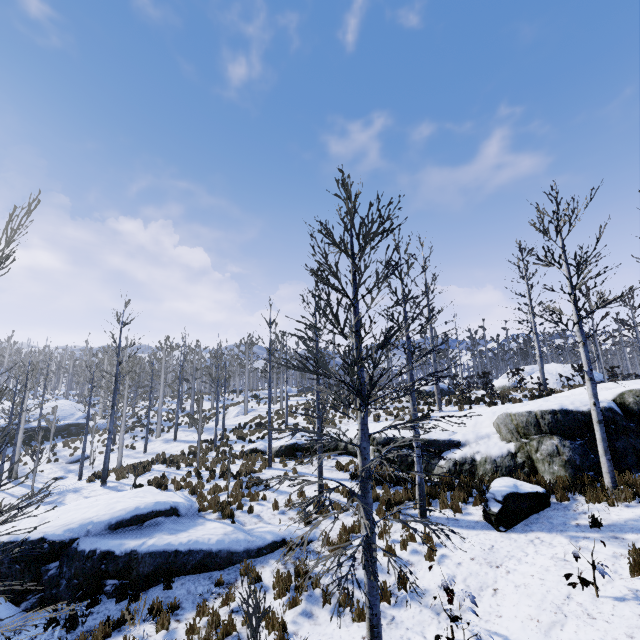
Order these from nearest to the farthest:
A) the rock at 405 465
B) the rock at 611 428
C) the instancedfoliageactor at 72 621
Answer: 1. the instancedfoliageactor at 72 621
2. the rock at 611 428
3. the rock at 405 465

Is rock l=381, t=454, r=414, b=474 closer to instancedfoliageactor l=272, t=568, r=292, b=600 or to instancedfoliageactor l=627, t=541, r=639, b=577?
instancedfoliageactor l=272, t=568, r=292, b=600

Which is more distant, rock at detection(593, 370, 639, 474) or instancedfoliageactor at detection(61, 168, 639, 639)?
rock at detection(593, 370, 639, 474)

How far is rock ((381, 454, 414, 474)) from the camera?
12.9m

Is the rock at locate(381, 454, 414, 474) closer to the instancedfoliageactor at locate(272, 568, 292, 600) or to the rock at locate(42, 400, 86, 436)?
the instancedfoliageactor at locate(272, 568, 292, 600)

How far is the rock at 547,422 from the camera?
8.8m

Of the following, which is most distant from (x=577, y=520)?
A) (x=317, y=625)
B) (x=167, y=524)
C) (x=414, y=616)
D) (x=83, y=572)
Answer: (x=83, y=572)

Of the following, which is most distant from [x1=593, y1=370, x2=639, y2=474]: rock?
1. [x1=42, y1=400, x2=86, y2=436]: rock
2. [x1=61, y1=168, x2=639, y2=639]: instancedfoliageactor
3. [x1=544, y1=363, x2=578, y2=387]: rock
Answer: [x1=42, y1=400, x2=86, y2=436]: rock
